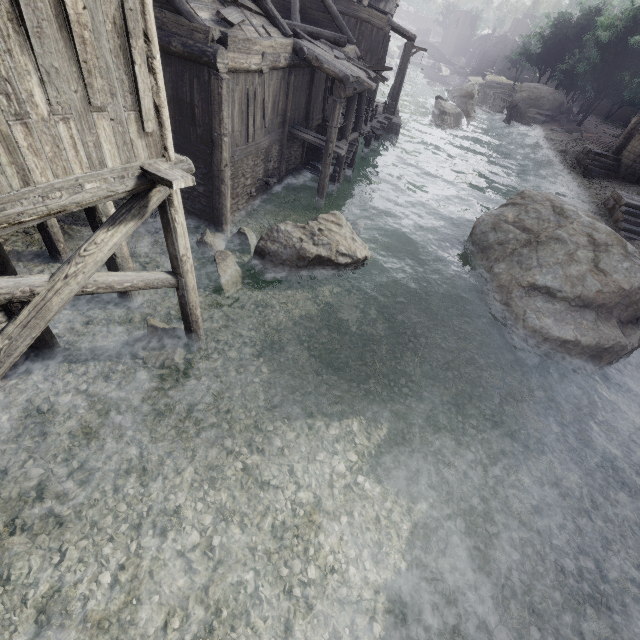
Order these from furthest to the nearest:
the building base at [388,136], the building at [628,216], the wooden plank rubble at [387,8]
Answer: the building base at [388,136] < the wooden plank rubble at [387,8] < the building at [628,216]

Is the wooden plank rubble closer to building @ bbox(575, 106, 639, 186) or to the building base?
building @ bbox(575, 106, 639, 186)

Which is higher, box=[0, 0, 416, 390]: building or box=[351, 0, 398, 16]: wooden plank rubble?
box=[351, 0, 398, 16]: wooden plank rubble

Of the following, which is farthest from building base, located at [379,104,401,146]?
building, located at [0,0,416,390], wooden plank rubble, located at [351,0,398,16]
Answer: wooden plank rubble, located at [351,0,398,16]

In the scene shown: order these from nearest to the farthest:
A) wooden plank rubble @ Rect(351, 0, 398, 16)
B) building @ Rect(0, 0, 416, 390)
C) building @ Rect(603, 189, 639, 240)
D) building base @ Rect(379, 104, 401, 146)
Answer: building @ Rect(0, 0, 416, 390)
building @ Rect(603, 189, 639, 240)
wooden plank rubble @ Rect(351, 0, 398, 16)
building base @ Rect(379, 104, 401, 146)

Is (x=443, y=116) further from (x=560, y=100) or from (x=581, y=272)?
(x=581, y=272)

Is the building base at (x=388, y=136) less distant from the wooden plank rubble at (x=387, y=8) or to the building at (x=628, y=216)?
the building at (x=628, y=216)

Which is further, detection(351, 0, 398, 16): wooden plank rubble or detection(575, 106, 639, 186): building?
detection(575, 106, 639, 186): building
